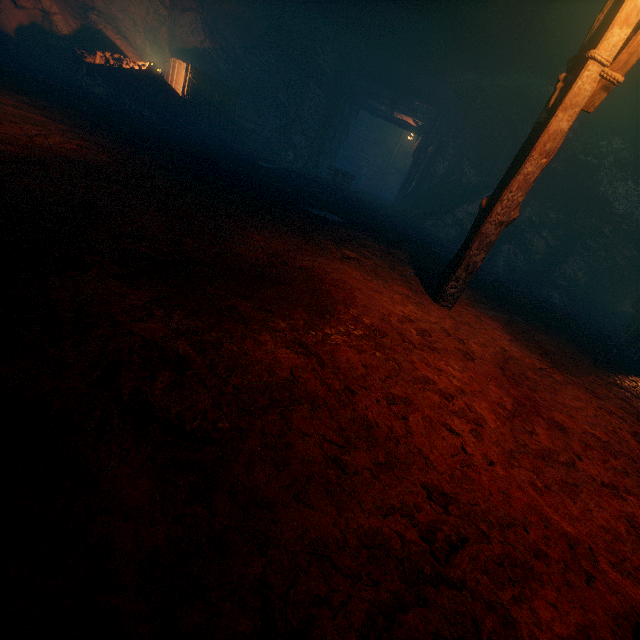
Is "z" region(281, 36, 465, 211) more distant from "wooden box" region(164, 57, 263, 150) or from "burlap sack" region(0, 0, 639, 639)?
"wooden box" region(164, 57, 263, 150)

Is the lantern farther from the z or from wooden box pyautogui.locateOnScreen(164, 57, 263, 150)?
wooden box pyautogui.locateOnScreen(164, 57, 263, 150)

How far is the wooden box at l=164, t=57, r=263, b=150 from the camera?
11.10m

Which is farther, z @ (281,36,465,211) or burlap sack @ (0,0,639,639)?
z @ (281,36,465,211)

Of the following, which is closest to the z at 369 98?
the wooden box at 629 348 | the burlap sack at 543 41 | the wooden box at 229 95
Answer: the burlap sack at 543 41

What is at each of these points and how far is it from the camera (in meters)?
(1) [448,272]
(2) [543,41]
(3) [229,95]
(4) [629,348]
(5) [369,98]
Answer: (1) lantern, 4.46
(2) burlap sack, 6.35
(3) wooden box, 12.03
(4) wooden box, 6.84
(5) z, 15.86

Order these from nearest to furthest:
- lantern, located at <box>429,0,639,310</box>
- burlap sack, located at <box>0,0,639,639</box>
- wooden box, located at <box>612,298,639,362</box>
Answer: burlap sack, located at <box>0,0,639,639</box>, lantern, located at <box>429,0,639,310</box>, wooden box, located at <box>612,298,639,362</box>
